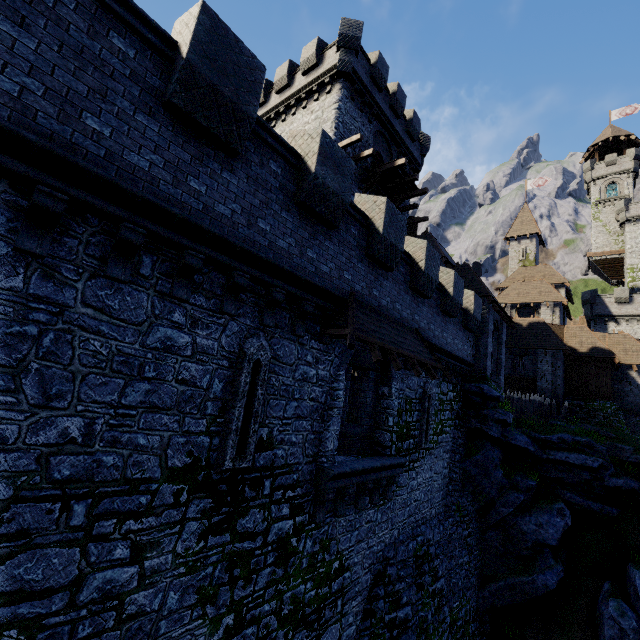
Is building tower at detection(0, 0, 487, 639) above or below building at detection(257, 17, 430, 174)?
below

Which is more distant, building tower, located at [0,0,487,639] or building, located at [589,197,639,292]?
building, located at [589,197,639,292]

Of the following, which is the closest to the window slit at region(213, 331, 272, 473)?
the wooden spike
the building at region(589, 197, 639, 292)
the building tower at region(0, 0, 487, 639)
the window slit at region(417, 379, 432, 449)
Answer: the building tower at region(0, 0, 487, 639)

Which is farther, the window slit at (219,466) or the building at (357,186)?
the building at (357,186)

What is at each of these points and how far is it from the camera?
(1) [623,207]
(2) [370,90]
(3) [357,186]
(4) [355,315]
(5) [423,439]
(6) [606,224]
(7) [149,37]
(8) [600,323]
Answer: (1) building, 46.6m
(2) building, 20.1m
(3) building, 19.8m
(4) awning, 8.3m
(5) window slit, 13.0m
(6) building tower, 50.3m
(7) building tower, 4.9m
(8) building tower, 41.8m

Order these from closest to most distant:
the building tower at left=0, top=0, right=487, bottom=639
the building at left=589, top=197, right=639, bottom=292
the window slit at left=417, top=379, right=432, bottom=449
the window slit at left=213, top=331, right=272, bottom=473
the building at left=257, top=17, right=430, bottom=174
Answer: the building tower at left=0, top=0, right=487, bottom=639 < the window slit at left=213, top=331, right=272, bottom=473 < the window slit at left=417, top=379, right=432, bottom=449 < the building at left=257, top=17, right=430, bottom=174 < the building at left=589, top=197, right=639, bottom=292

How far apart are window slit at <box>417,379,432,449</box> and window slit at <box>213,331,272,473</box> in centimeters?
821cm

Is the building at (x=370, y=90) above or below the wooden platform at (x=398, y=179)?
above
